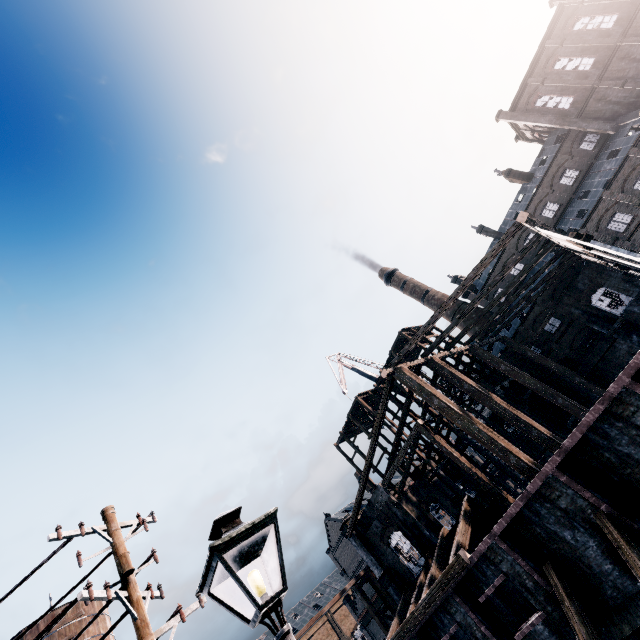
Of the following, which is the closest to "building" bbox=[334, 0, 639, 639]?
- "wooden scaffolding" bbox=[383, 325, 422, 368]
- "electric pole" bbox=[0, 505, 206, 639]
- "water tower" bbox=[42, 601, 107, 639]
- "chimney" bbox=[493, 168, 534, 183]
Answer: "wooden scaffolding" bbox=[383, 325, 422, 368]

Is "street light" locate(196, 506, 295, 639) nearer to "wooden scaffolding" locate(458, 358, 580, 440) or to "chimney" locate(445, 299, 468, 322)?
"wooden scaffolding" locate(458, 358, 580, 440)

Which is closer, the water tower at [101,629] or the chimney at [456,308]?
the water tower at [101,629]

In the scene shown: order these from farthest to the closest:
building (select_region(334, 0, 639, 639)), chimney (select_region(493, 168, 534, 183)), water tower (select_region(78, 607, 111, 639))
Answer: chimney (select_region(493, 168, 534, 183)), water tower (select_region(78, 607, 111, 639)), building (select_region(334, 0, 639, 639))

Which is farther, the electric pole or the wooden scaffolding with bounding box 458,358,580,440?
the wooden scaffolding with bounding box 458,358,580,440

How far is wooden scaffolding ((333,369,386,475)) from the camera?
39.9m

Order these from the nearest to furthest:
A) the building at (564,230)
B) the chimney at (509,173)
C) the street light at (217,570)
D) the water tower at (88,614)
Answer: the street light at (217,570), the building at (564,230), the water tower at (88,614), the chimney at (509,173)

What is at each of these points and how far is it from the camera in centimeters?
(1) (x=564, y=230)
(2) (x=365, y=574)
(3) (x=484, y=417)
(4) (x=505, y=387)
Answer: (1) building, 4269cm
(2) wooden scaffolding, 3130cm
(3) wooden scaffolding, 3259cm
(4) wooden scaffolding, 3319cm
